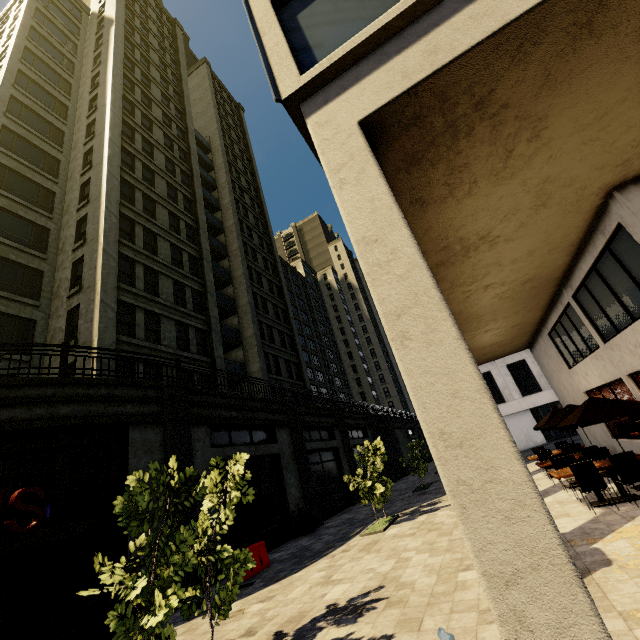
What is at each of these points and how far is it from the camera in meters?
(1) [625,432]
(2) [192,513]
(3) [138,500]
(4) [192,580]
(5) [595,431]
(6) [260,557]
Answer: (1) building, 11.7 m
(2) building, 11.0 m
(3) tree, 4.5 m
(4) building, 10.0 m
(5) building, 14.6 m
(6) cement barricade, 11.3 m

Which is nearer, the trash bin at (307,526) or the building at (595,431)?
the building at (595,431)

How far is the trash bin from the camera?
16.0m

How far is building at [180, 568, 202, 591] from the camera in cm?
977

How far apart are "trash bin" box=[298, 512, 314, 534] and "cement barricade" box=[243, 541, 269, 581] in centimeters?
465cm

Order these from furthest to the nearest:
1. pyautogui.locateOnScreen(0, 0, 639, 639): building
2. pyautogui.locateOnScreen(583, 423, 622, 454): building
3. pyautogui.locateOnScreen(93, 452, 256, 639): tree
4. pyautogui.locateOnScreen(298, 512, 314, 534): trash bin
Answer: pyautogui.locateOnScreen(298, 512, 314, 534): trash bin → pyautogui.locateOnScreen(583, 423, 622, 454): building → pyautogui.locateOnScreen(93, 452, 256, 639): tree → pyautogui.locateOnScreen(0, 0, 639, 639): building

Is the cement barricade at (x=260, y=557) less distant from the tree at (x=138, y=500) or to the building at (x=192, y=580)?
the building at (x=192, y=580)

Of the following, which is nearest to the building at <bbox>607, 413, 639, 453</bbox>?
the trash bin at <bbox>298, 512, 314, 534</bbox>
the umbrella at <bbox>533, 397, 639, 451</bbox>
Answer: the trash bin at <bbox>298, 512, 314, 534</bbox>
